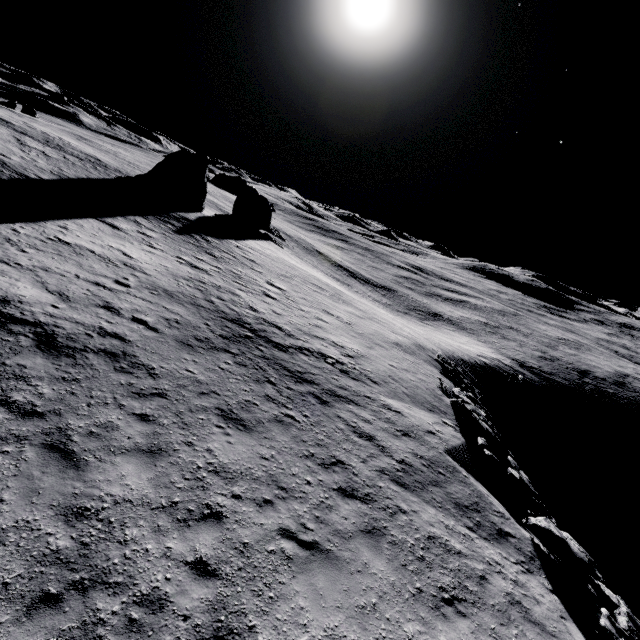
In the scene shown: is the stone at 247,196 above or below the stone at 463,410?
above

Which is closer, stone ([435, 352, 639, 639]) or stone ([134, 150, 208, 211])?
stone ([435, 352, 639, 639])

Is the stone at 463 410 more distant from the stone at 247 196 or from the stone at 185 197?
the stone at 247 196

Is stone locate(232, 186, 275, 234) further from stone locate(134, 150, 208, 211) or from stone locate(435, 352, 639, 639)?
stone locate(435, 352, 639, 639)

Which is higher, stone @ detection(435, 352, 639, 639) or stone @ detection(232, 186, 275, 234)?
stone @ detection(232, 186, 275, 234)

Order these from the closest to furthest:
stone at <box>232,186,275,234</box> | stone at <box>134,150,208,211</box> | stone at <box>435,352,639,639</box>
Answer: stone at <box>435,352,639,639</box>, stone at <box>134,150,208,211</box>, stone at <box>232,186,275,234</box>

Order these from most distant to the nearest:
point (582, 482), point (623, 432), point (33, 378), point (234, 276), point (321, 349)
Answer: point (623, 432) → point (582, 482) → point (234, 276) → point (321, 349) → point (33, 378)
